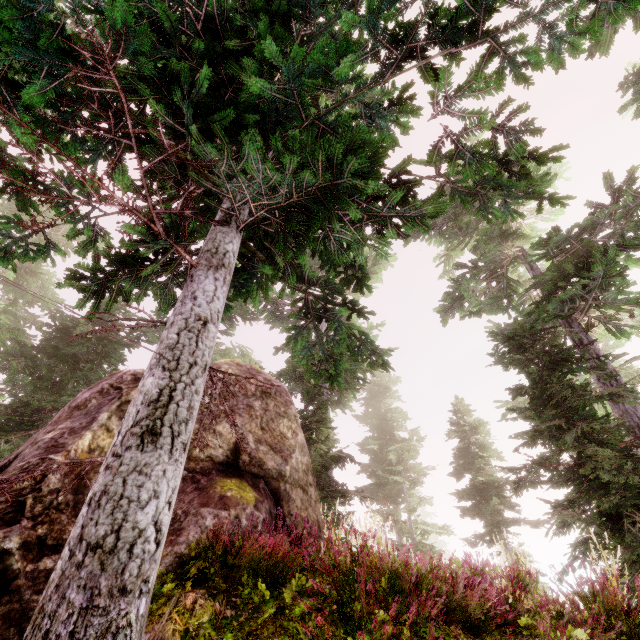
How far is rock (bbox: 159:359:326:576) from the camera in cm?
464

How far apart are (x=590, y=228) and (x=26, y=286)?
27.9m

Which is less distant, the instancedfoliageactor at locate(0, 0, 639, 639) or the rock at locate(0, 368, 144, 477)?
the instancedfoliageactor at locate(0, 0, 639, 639)

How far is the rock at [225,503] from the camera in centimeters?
464cm

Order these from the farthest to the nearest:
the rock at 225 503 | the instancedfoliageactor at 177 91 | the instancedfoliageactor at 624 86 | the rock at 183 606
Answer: the instancedfoliageactor at 624 86 < the rock at 225 503 < the rock at 183 606 < the instancedfoliageactor at 177 91

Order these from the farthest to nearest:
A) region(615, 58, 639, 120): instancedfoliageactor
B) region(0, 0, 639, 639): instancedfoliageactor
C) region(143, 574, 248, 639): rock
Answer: region(615, 58, 639, 120): instancedfoliageactor, region(143, 574, 248, 639): rock, region(0, 0, 639, 639): instancedfoliageactor
